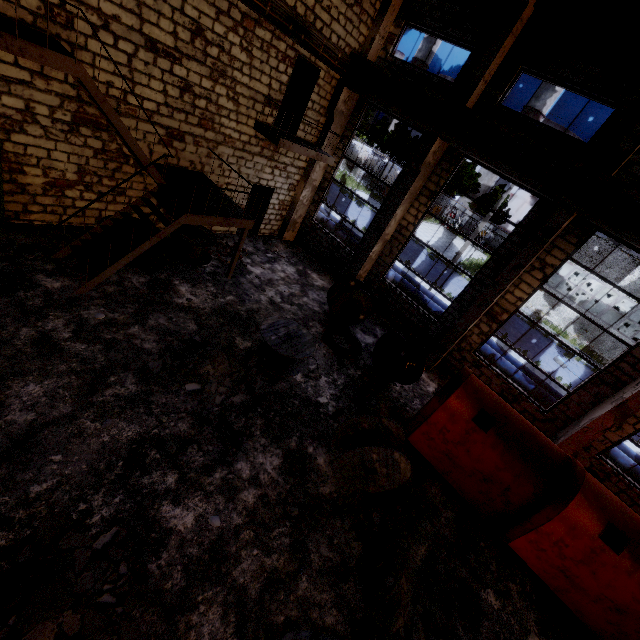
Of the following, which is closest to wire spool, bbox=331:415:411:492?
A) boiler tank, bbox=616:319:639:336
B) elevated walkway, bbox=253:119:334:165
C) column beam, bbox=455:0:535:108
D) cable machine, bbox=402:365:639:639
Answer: cable machine, bbox=402:365:639:639

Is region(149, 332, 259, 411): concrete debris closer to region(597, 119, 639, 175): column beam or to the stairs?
the stairs

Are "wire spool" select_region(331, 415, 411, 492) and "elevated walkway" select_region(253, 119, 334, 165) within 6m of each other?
no

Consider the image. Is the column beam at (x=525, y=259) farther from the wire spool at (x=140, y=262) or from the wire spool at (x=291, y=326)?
the wire spool at (x=140, y=262)

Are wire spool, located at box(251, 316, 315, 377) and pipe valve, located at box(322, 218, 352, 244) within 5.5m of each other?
no

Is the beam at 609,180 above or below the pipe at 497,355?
above

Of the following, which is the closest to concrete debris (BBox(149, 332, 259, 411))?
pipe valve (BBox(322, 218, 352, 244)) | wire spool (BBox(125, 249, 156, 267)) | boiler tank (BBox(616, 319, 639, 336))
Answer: wire spool (BBox(125, 249, 156, 267))

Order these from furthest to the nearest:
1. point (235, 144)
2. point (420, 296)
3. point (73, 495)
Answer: point (420, 296)
point (235, 144)
point (73, 495)
